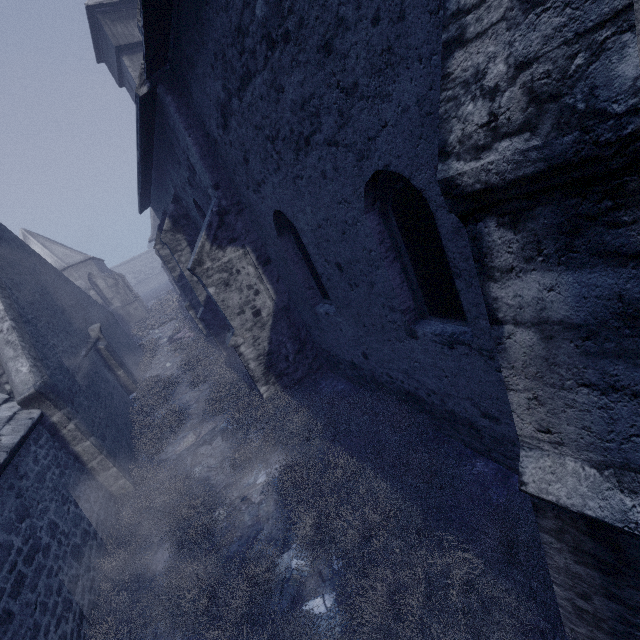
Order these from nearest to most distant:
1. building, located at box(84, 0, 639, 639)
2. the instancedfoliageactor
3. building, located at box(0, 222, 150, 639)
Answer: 1. building, located at box(84, 0, 639, 639)
2. the instancedfoliageactor
3. building, located at box(0, 222, 150, 639)

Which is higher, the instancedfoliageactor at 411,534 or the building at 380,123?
the building at 380,123

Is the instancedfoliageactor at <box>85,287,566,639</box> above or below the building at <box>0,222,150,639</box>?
below

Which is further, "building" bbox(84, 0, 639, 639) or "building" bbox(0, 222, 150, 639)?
"building" bbox(0, 222, 150, 639)

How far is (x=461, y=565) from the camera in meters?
3.3 m

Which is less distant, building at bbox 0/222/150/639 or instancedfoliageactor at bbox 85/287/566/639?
instancedfoliageactor at bbox 85/287/566/639

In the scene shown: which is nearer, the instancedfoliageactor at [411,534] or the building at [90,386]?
the instancedfoliageactor at [411,534]
